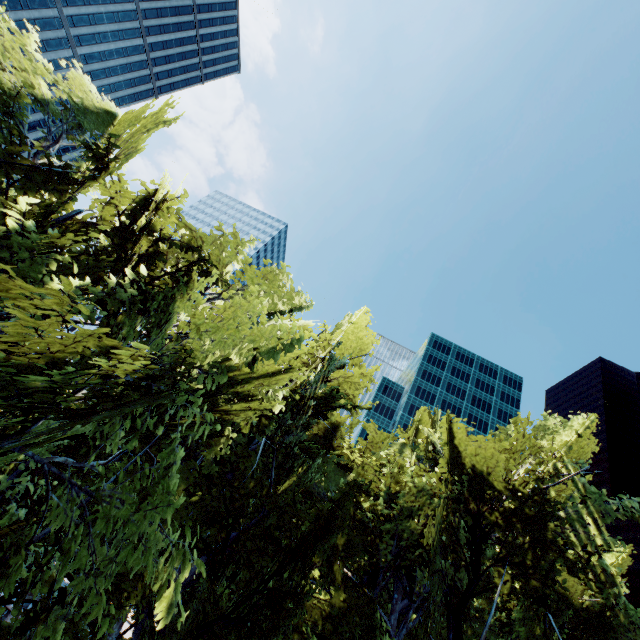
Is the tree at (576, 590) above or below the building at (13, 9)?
below

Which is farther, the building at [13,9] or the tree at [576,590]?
the building at [13,9]

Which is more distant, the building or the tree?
the building

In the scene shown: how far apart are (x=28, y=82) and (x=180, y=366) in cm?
895

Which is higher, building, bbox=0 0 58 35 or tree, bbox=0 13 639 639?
building, bbox=0 0 58 35
